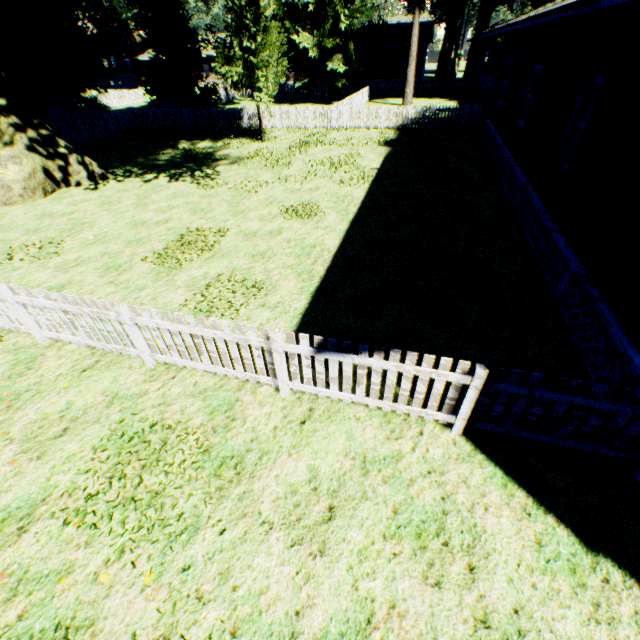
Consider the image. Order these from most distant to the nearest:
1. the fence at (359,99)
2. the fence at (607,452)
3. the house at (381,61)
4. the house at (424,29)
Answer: the house at (381,61) < the house at (424,29) < the fence at (359,99) < the fence at (607,452)

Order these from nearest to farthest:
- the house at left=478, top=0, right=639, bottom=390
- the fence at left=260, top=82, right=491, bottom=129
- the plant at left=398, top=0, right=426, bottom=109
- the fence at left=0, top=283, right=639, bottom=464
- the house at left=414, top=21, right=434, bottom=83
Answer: the fence at left=0, top=283, right=639, bottom=464, the house at left=478, top=0, right=639, bottom=390, the fence at left=260, top=82, right=491, bottom=129, the plant at left=398, top=0, right=426, bottom=109, the house at left=414, top=21, right=434, bottom=83

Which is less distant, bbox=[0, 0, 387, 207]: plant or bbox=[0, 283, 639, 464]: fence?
bbox=[0, 283, 639, 464]: fence

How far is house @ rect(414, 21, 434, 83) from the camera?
39.3 meters

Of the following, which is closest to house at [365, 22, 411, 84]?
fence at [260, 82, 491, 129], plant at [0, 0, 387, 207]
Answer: fence at [260, 82, 491, 129]

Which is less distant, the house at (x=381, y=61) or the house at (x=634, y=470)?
the house at (x=634, y=470)

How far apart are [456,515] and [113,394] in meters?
5.2

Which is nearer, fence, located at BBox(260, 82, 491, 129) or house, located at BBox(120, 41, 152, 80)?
fence, located at BBox(260, 82, 491, 129)
